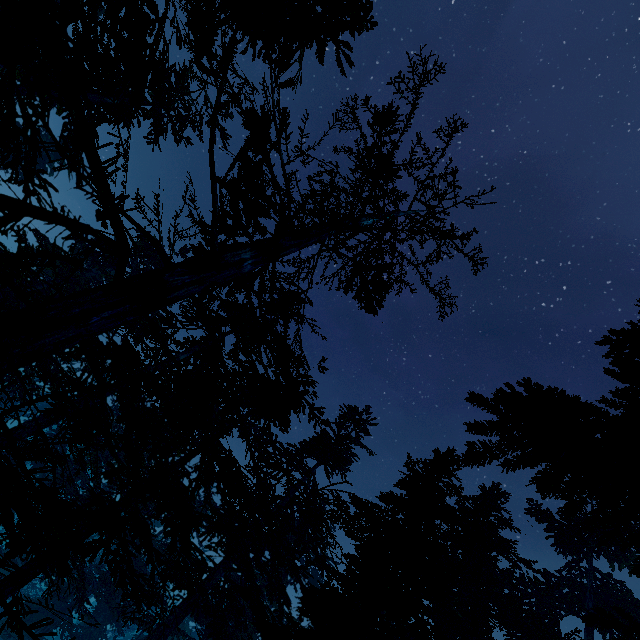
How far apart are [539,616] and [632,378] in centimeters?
2208cm
